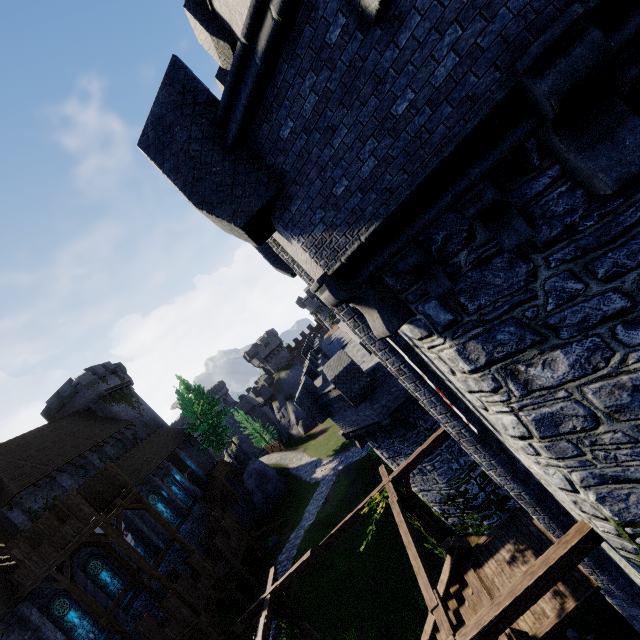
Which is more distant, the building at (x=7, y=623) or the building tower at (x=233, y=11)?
the building at (x=7, y=623)

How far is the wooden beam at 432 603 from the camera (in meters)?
7.09

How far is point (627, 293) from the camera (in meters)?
3.45

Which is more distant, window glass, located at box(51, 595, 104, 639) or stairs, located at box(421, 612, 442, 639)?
window glass, located at box(51, 595, 104, 639)

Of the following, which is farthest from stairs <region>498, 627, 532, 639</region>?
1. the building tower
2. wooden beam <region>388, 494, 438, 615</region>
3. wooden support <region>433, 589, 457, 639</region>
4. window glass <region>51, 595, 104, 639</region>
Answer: window glass <region>51, 595, 104, 639</region>

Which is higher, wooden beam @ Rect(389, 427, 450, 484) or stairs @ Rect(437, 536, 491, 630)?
wooden beam @ Rect(389, 427, 450, 484)

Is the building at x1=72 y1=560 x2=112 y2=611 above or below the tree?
below

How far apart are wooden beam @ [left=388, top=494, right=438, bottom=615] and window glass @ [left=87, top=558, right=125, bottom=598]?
23.79m
